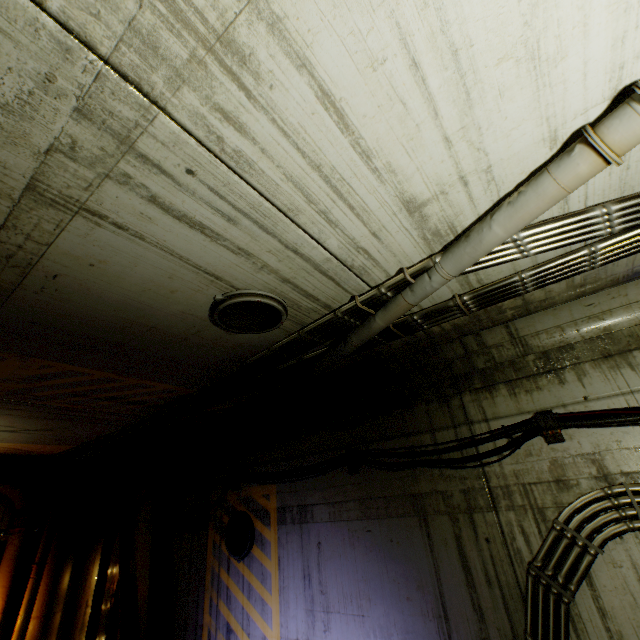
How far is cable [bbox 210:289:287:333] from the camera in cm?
323

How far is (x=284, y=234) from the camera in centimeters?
261cm

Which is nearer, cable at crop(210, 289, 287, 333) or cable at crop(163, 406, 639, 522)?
cable at crop(210, 289, 287, 333)

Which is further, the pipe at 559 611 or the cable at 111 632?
the cable at 111 632

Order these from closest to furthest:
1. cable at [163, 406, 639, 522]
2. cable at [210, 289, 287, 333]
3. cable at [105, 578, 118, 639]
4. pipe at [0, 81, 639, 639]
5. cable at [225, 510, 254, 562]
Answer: pipe at [0, 81, 639, 639] → cable at [210, 289, 287, 333] → cable at [163, 406, 639, 522] → cable at [225, 510, 254, 562] → cable at [105, 578, 118, 639]

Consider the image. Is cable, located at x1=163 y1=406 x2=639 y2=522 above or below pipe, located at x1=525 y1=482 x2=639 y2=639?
above

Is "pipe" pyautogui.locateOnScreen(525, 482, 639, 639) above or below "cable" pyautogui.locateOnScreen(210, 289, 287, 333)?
below

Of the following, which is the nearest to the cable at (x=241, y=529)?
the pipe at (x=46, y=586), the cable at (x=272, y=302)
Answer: the pipe at (x=46, y=586)
